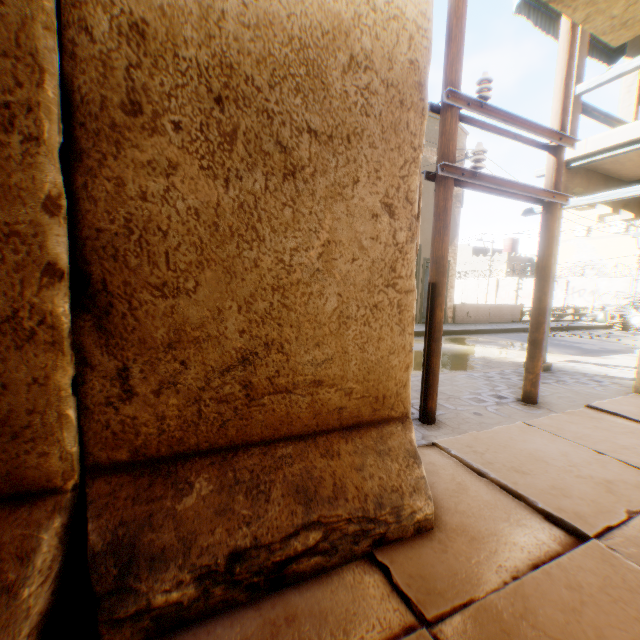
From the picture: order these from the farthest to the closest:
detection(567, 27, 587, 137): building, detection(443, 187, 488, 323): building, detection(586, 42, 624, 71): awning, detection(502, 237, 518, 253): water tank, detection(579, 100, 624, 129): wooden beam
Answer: detection(502, 237, 518, 253): water tank → detection(443, 187, 488, 323): building → detection(586, 42, 624, 71): awning → detection(579, 100, 624, 129): wooden beam → detection(567, 27, 587, 137): building

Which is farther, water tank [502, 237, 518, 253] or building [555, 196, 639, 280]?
→ water tank [502, 237, 518, 253]

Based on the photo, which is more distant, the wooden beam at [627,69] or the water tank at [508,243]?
the water tank at [508,243]

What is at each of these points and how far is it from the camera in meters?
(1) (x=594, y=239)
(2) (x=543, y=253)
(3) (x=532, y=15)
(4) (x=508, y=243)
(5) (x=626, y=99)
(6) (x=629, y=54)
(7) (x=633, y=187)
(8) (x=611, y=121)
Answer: (1) building, 25.7
(2) electric pole, 4.1
(3) awning, 7.1
(4) water tank, 38.5
(5) building, 6.6
(6) building, 6.5
(7) wooden beam, 4.9
(8) wooden beam, 6.4

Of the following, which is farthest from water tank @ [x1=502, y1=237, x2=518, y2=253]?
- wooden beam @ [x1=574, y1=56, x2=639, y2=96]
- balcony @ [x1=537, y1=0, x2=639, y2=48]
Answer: balcony @ [x1=537, y1=0, x2=639, y2=48]

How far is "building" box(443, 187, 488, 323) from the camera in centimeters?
1418cm

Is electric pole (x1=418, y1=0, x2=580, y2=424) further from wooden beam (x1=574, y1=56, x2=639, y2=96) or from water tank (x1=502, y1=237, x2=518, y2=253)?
water tank (x1=502, y1=237, x2=518, y2=253)

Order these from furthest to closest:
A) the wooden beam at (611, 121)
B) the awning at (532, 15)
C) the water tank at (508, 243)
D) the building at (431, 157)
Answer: the water tank at (508, 243) < the building at (431, 157) < the awning at (532, 15) < the wooden beam at (611, 121)
